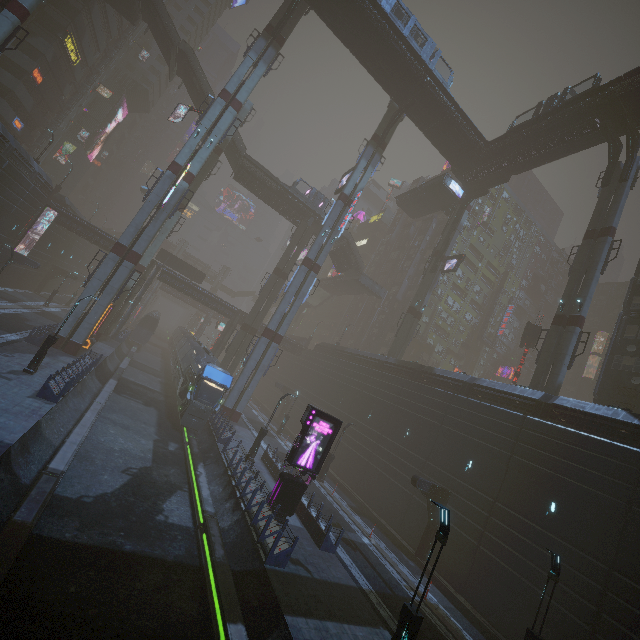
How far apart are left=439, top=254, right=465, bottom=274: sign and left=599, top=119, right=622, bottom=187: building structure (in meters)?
14.26

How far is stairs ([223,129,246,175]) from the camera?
43.4 meters

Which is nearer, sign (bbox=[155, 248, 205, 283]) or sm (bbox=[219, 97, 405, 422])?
sm (bbox=[219, 97, 405, 422])

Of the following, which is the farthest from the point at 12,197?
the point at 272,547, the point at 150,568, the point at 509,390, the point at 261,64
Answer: the point at 509,390

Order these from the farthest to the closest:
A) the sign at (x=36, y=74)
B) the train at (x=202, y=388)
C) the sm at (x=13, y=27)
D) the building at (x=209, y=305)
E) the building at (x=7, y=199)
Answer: the building at (x=209, y=305) < the sign at (x=36, y=74) < the building at (x=7, y=199) < the train at (x=202, y=388) < the sm at (x=13, y=27)

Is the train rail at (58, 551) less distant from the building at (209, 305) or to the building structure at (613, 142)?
the building at (209, 305)

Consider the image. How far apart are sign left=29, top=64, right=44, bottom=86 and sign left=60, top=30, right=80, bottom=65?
4.3m

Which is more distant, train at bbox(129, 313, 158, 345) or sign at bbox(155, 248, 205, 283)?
train at bbox(129, 313, 158, 345)
